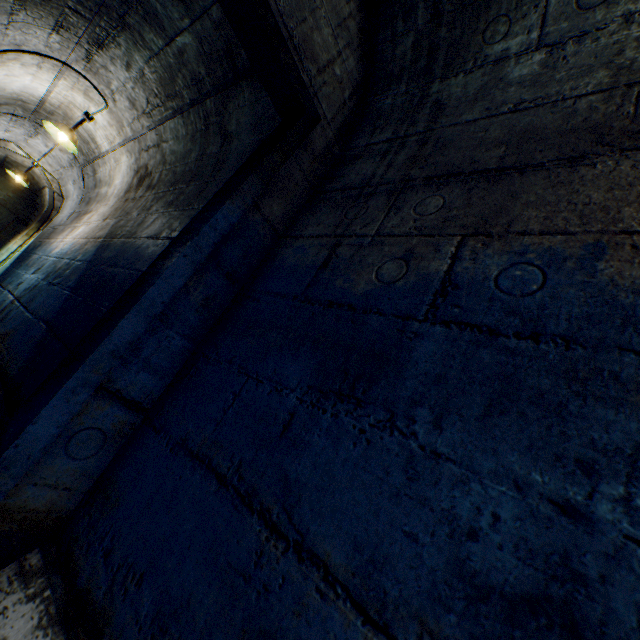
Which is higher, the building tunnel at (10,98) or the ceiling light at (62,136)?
the building tunnel at (10,98)

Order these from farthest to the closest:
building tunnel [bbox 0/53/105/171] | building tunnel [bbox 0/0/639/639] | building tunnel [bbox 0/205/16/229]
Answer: building tunnel [bbox 0/205/16/229] → building tunnel [bbox 0/53/105/171] → building tunnel [bbox 0/0/639/639]

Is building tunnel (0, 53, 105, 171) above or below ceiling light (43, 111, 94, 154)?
above

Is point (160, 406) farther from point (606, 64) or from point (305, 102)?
point (606, 64)

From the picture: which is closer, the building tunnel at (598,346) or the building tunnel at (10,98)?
the building tunnel at (598,346)

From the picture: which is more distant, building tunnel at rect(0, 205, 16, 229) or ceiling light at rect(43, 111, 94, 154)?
building tunnel at rect(0, 205, 16, 229)

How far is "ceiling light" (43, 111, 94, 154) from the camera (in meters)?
4.04
